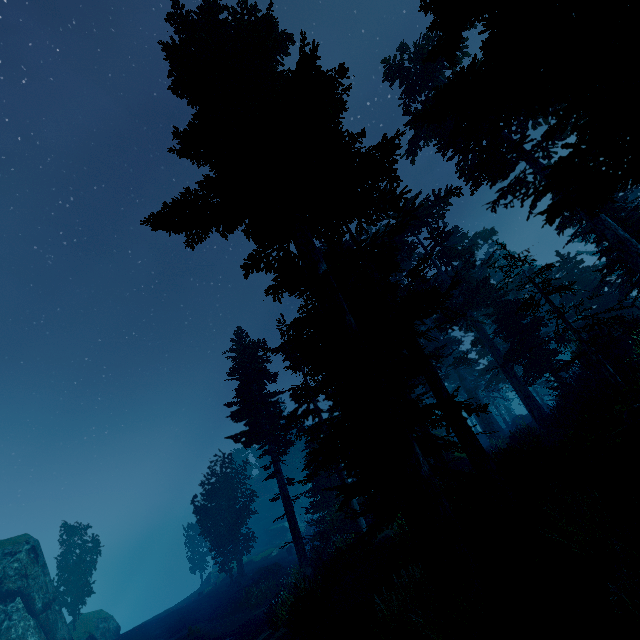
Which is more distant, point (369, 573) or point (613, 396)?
point (369, 573)

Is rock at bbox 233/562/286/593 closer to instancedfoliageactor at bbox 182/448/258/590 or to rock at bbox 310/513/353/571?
instancedfoliageactor at bbox 182/448/258/590

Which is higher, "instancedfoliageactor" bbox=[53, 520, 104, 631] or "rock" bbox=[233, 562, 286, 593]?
"instancedfoliageactor" bbox=[53, 520, 104, 631]

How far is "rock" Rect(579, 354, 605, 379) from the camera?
16.0m

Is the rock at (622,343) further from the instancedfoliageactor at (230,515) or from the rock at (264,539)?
the rock at (264,539)

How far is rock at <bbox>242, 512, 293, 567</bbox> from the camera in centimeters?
4438cm

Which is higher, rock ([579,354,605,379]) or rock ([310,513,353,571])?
rock ([579,354,605,379])

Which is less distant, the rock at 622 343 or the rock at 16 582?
the rock at 622 343
